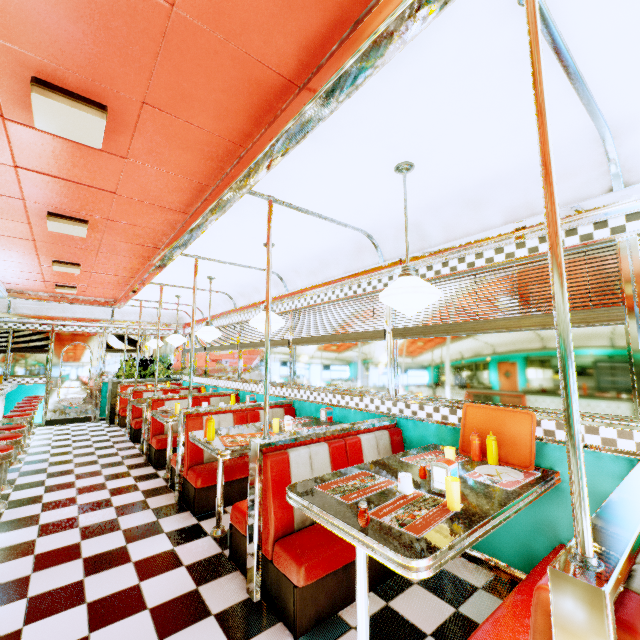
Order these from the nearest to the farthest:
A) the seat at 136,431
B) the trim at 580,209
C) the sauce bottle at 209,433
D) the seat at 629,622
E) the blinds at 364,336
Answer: the seat at 629,622 → the trim at 580,209 → the sauce bottle at 209,433 → the blinds at 364,336 → the seat at 136,431

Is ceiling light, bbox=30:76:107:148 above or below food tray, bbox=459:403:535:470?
above

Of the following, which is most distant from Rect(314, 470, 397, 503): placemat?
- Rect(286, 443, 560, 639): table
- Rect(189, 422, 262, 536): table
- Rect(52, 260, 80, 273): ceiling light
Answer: Rect(52, 260, 80, 273): ceiling light

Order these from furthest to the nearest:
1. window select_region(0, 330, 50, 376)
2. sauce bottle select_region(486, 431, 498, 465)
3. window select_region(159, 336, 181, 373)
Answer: window select_region(159, 336, 181, 373)
window select_region(0, 330, 50, 376)
sauce bottle select_region(486, 431, 498, 465)

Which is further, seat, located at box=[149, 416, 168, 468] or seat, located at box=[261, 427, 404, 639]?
seat, located at box=[149, 416, 168, 468]

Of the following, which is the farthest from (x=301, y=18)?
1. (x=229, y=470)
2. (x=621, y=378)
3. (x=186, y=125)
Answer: (x=229, y=470)

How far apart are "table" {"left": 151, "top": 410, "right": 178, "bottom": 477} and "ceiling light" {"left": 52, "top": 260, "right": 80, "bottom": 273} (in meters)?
2.79

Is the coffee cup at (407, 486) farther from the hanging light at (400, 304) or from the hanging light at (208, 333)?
the hanging light at (208, 333)
